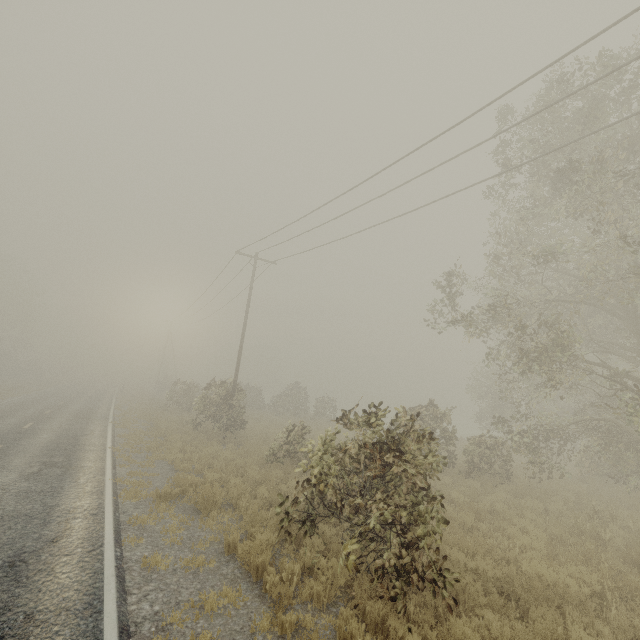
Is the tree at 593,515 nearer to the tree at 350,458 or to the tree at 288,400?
the tree at 350,458

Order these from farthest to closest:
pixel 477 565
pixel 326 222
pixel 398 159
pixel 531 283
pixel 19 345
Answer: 1. pixel 19 345
2. pixel 326 222
3. pixel 531 283
4. pixel 398 159
5. pixel 477 565

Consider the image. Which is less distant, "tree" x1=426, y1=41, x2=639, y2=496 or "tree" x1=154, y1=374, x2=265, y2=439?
"tree" x1=426, y1=41, x2=639, y2=496

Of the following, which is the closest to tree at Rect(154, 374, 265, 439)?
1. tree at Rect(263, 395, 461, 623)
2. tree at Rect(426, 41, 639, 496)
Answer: tree at Rect(263, 395, 461, 623)

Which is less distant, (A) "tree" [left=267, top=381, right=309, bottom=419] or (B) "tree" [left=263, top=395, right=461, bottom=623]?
(B) "tree" [left=263, top=395, right=461, bottom=623]

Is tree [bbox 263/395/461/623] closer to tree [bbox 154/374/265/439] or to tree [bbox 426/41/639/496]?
tree [bbox 154/374/265/439]
